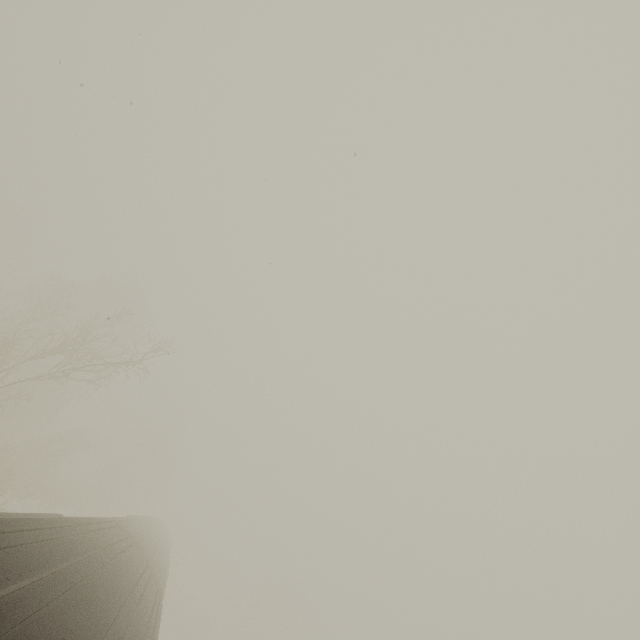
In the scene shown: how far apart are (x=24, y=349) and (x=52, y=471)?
13.4m

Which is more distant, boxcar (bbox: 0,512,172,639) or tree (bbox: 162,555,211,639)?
tree (bbox: 162,555,211,639)

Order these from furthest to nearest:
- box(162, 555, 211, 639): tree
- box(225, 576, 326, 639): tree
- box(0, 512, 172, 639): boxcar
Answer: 1. box(225, 576, 326, 639): tree
2. box(162, 555, 211, 639): tree
3. box(0, 512, 172, 639): boxcar

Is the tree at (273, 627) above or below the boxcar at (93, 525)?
above

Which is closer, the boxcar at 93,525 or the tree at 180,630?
the boxcar at 93,525

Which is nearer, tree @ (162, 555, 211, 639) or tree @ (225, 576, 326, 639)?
tree @ (162, 555, 211, 639)

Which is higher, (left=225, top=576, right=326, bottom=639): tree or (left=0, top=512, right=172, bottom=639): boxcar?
(left=225, top=576, right=326, bottom=639): tree
